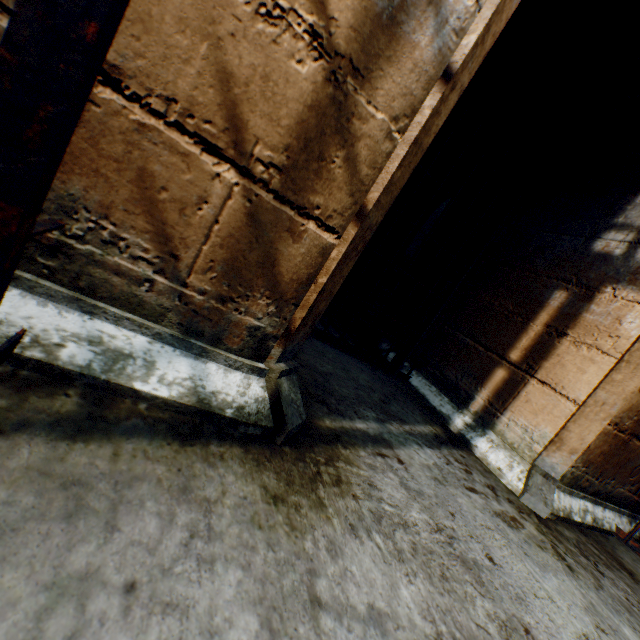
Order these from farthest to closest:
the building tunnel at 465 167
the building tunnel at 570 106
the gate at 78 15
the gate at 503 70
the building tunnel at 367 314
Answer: the building tunnel at 367 314, the building tunnel at 465 167, the building tunnel at 570 106, the gate at 503 70, the gate at 78 15

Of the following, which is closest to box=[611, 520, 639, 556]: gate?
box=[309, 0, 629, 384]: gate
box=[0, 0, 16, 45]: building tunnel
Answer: box=[0, 0, 16, 45]: building tunnel

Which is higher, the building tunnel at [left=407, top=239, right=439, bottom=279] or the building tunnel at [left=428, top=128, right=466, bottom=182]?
the building tunnel at [left=428, top=128, right=466, bottom=182]

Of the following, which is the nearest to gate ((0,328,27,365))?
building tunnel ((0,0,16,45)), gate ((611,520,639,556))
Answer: building tunnel ((0,0,16,45))

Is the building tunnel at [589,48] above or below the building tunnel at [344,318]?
above

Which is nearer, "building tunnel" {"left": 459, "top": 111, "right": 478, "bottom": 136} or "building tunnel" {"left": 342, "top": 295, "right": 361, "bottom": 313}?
"building tunnel" {"left": 459, "top": 111, "right": 478, "bottom": 136}

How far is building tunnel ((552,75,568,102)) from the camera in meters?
2.6

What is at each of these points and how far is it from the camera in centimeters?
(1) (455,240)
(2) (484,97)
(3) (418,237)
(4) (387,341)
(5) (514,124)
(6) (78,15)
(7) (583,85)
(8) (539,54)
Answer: (1) building tunnel, 321cm
(2) building tunnel, 344cm
(3) building tunnel, 666cm
(4) building tunnel, 336cm
(5) building tunnel, 308cm
(6) gate, 38cm
(7) building tunnel, 250cm
(8) building tunnel, 271cm
